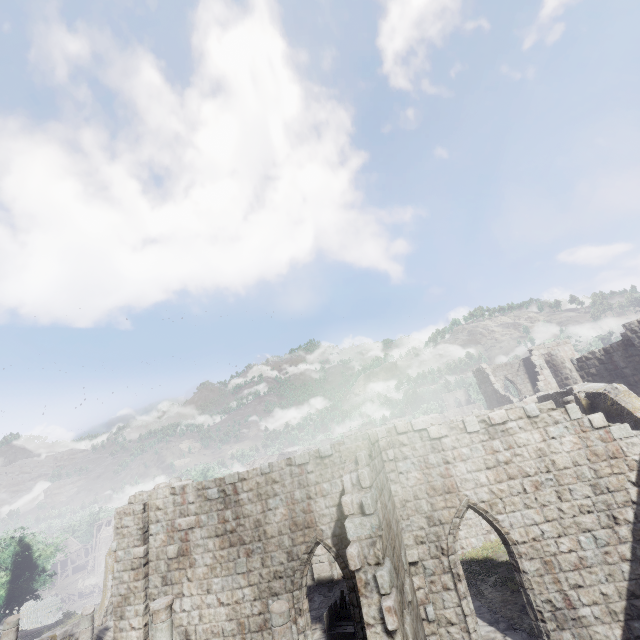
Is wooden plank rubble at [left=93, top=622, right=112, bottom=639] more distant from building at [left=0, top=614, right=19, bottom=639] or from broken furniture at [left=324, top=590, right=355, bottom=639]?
broken furniture at [left=324, top=590, right=355, bottom=639]

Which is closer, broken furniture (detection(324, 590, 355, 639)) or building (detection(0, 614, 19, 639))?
broken furniture (detection(324, 590, 355, 639))

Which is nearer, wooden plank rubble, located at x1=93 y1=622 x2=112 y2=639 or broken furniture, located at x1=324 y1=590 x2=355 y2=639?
broken furniture, located at x1=324 y1=590 x2=355 y2=639

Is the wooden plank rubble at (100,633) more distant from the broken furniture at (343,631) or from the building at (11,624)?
the broken furniture at (343,631)

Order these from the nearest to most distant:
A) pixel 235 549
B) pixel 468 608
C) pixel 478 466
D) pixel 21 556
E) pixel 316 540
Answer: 1. pixel 468 608
2. pixel 478 466
3. pixel 316 540
4. pixel 235 549
5. pixel 21 556

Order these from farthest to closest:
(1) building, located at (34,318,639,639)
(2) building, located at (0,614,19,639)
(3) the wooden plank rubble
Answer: (3) the wooden plank rubble, (2) building, located at (0,614,19,639), (1) building, located at (34,318,639,639)

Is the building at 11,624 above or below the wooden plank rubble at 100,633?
above
